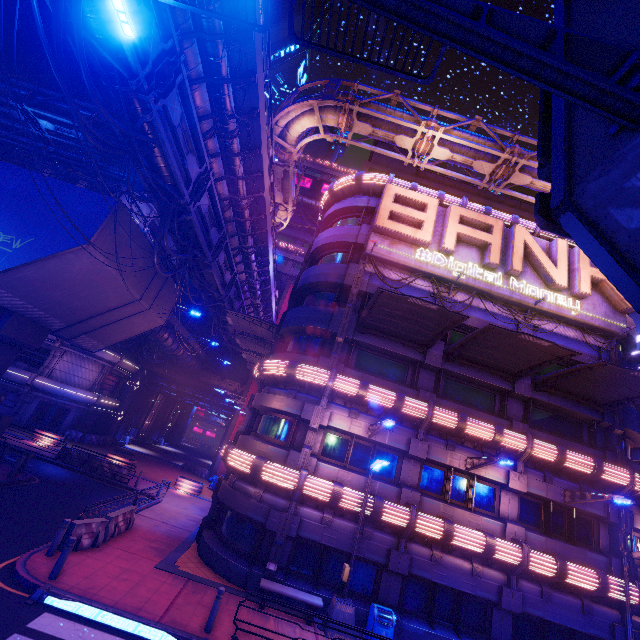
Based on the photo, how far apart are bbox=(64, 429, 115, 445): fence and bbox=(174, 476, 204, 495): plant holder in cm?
1262

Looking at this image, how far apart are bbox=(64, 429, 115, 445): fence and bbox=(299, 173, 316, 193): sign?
43.32m

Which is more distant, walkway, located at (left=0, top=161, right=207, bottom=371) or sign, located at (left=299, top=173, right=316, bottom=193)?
sign, located at (left=299, top=173, right=316, bottom=193)

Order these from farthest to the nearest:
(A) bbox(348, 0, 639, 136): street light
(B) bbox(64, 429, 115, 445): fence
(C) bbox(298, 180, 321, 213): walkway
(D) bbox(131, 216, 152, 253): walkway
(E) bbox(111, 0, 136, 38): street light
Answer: (C) bbox(298, 180, 321, 213): walkway
(B) bbox(64, 429, 115, 445): fence
(D) bbox(131, 216, 152, 253): walkway
(E) bbox(111, 0, 136, 38): street light
(A) bbox(348, 0, 639, 136): street light

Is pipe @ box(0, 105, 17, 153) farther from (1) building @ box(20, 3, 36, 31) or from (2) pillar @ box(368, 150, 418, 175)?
(2) pillar @ box(368, 150, 418, 175)

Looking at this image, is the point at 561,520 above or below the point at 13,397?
above

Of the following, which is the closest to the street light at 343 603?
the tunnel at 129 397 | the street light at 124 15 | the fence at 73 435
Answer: the street light at 124 15

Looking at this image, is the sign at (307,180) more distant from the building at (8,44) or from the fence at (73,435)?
the fence at (73,435)
